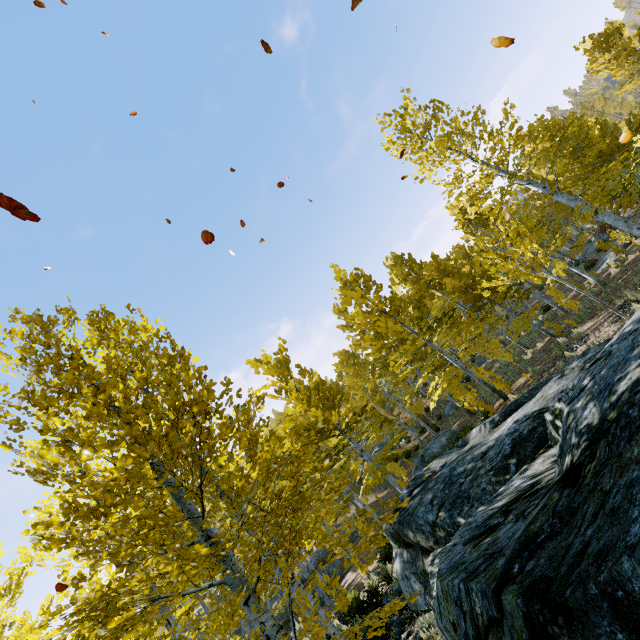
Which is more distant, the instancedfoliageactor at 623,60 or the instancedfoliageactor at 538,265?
the instancedfoliageactor at 623,60

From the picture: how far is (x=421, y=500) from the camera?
6.3m

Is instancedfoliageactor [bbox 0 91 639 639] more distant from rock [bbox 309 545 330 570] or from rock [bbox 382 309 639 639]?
rock [bbox 309 545 330 570]

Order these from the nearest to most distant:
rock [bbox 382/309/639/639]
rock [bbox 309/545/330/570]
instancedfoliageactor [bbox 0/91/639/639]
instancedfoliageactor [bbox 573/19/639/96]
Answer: rock [bbox 382/309/639/639], instancedfoliageactor [bbox 0/91/639/639], instancedfoliageactor [bbox 573/19/639/96], rock [bbox 309/545/330/570]

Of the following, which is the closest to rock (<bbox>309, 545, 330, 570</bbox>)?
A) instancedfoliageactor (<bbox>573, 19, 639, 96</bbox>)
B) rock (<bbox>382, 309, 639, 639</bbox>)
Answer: instancedfoliageactor (<bbox>573, 19, 639, 96</bbox>)

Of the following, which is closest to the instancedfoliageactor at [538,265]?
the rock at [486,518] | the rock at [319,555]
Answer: the rock at [486,518]
